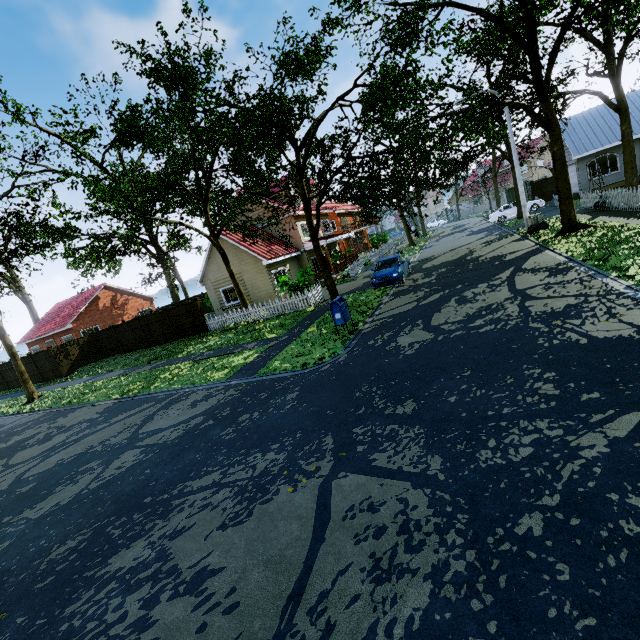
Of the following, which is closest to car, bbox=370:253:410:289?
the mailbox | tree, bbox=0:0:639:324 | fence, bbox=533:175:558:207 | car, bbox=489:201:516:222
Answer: tree, bbox=0:0:639:324

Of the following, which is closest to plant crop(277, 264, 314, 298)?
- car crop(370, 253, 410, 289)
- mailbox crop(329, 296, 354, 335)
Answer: car crop(370, 253, 410, 289)

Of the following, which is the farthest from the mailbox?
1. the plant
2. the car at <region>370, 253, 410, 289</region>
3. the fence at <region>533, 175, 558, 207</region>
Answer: the fence at <region>533, 175, 558, 207</region>

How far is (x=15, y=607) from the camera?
4.18m

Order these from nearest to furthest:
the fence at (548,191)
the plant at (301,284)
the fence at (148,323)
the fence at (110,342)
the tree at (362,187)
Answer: the tree at (362,187) → the plant at (301,284) → the fence at (148,323) → the fence at (110,342) → the fence at (548,191)

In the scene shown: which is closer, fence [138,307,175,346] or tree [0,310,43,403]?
tree [0,310,43,403]

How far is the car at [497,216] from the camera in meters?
30.4

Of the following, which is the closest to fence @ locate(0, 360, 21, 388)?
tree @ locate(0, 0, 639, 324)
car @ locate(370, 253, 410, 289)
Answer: tree @ locate(0, 0, 639, 324)
